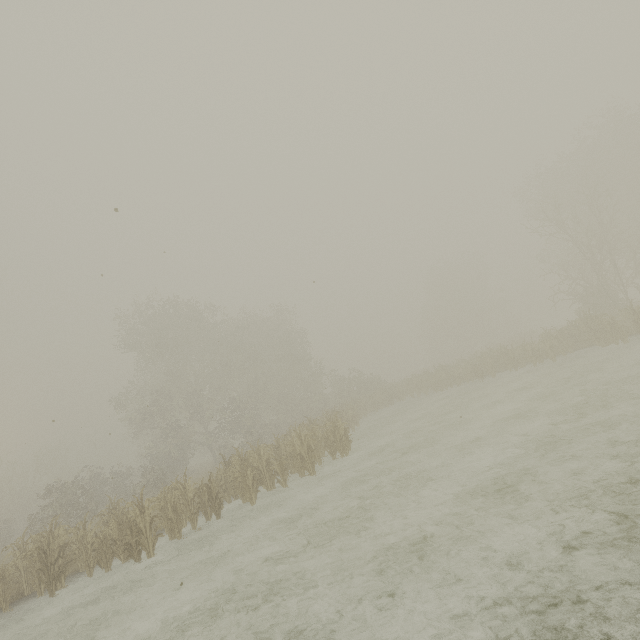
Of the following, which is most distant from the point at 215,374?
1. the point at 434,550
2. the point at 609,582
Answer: the point at 609,582
